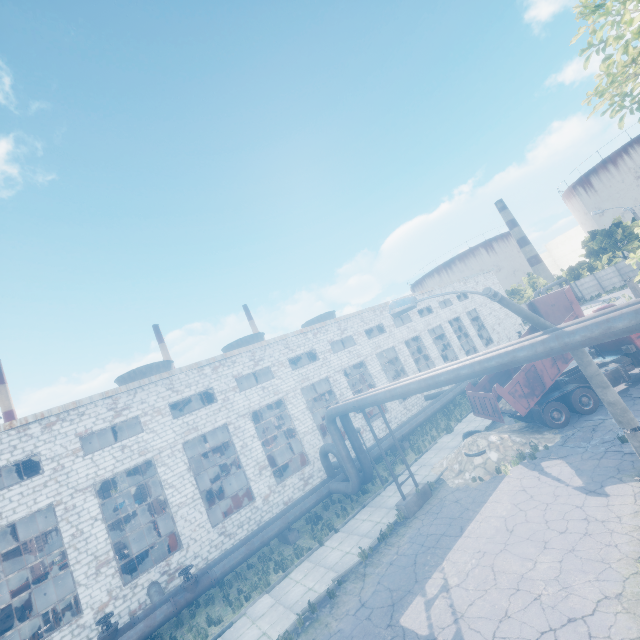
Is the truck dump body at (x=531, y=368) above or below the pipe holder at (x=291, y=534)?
above

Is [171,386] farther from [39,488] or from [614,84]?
[614,84]

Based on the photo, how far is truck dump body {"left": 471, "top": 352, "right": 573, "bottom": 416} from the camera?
15.2 meters

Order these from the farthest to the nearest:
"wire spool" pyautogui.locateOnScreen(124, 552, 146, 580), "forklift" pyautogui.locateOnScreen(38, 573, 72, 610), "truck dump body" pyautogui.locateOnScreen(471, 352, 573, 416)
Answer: "forklift" pyautogui.locateOnScreen(38, 573, 72, 610) → "wire spool" pyautogui.locateOnScreen(124, 552, 146, 580) → "truck dump body" pyautogui.locateOnScreen(471, 352, 573, 416)

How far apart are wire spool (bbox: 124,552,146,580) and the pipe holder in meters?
8.7 m

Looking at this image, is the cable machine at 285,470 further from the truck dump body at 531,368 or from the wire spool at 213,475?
the truck dump body at 531,368

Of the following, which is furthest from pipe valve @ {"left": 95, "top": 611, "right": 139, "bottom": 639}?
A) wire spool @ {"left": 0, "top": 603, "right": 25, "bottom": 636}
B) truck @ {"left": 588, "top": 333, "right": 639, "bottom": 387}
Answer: truck @ {"left": 588, "top": 333, "right": 639, "bottom": 387}

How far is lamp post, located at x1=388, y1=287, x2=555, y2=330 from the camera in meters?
8.6 m
